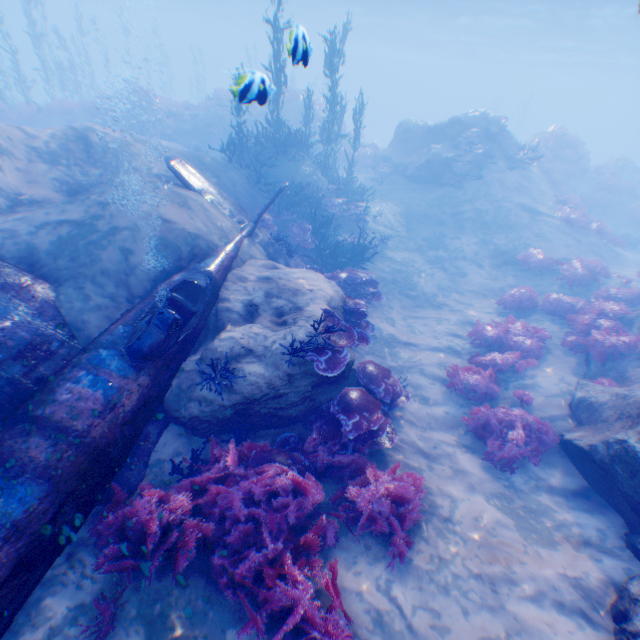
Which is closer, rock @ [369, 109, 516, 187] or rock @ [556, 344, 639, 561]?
rock @ [556, 344, 639, 561]

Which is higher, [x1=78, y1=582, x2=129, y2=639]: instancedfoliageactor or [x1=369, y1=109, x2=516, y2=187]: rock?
[x1=369, y1=109, x2=516, y2=187]: rock

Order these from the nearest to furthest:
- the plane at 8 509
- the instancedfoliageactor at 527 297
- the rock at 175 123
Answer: the plane at 8 509
the instancedfoliageactor at 527 297
the rock at 175 123

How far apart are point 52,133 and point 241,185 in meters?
5.6 m

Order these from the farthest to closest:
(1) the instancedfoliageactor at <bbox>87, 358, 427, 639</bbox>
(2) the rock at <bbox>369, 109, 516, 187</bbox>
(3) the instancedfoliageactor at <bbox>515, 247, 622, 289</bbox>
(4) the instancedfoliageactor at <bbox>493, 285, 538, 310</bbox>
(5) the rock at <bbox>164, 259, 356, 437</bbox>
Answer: (2) the rock at <bbox>369, 109, 516, 187</bbox> → (3) the instancedfoliageactor at <bbox>515, 247, 622, 289</bbox> → (4) the instancedfoliageactor at <bbox>493, 285, 538, 310</bbox> → (5) the rock at <bbox>164, 259, 356, 437</bbox> → (1) the instancedfoliageactor at <bbox>87, 358, 427, 639</bbox>

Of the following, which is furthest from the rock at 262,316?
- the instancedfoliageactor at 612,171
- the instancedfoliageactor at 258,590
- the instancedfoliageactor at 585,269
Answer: the instancedfoliageactor at 612,171

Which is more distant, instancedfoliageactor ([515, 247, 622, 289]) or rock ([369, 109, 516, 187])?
rock ([369, 109, 516, 187])

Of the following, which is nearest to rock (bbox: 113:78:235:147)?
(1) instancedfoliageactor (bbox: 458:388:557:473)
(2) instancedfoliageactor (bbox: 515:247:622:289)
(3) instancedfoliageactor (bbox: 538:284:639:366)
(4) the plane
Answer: (4) the plane
